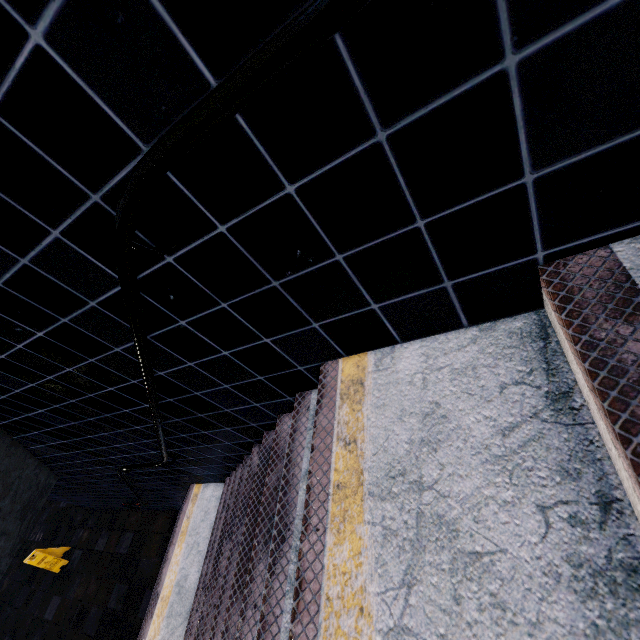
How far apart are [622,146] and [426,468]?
1.10m
